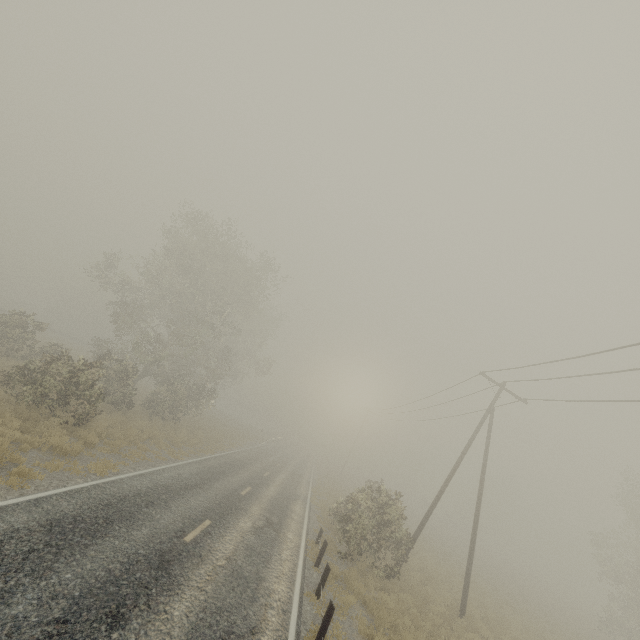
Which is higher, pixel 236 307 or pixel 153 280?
pixel 236 307

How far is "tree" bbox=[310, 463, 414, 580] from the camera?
15.0m

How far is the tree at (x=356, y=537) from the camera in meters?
15.0
